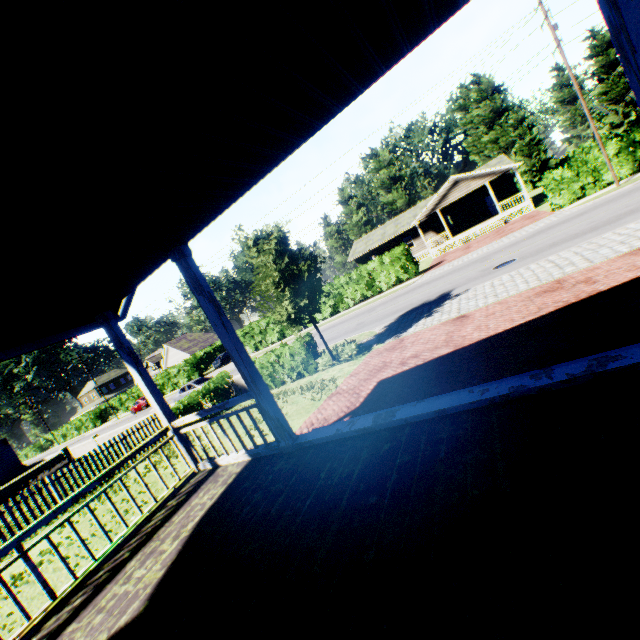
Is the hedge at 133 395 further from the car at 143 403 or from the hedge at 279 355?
the hedge at 279 355

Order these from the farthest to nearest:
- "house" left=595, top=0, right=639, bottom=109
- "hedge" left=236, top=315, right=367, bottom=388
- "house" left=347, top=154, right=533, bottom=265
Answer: "house" left=347, top=154, right=533, bottom=265 < "hedge" left=236, top=315, right=367, bottom=388 < "house" left=595, top=0, right=639, bottom=109

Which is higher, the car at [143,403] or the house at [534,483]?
the house at [534,483]

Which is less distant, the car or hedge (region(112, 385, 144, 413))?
the car

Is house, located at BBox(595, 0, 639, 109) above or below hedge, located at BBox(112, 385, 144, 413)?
above

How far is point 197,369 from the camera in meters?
44.6

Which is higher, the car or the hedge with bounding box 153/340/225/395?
the hedge with bounding box 153/340/225/395

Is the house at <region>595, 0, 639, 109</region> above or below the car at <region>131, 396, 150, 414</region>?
above
